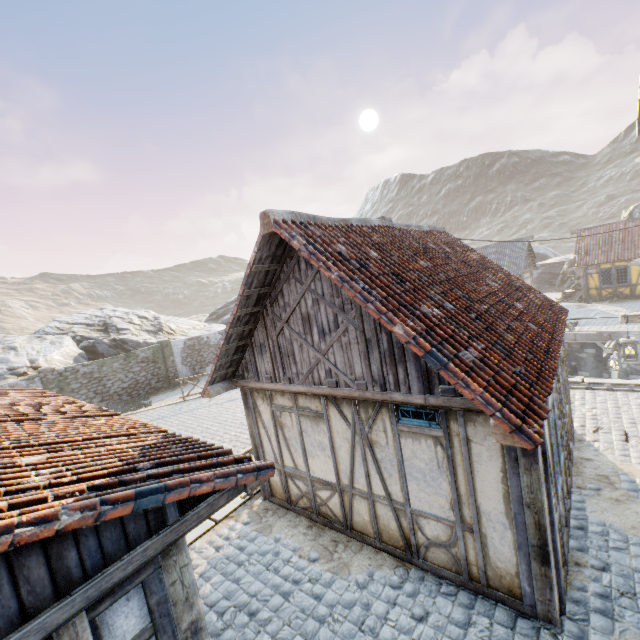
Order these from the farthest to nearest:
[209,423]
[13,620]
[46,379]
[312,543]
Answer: [46,379]
[209,423]
[312,543]
[13,620]

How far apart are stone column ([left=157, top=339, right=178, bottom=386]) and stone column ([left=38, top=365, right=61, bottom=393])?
5.45m

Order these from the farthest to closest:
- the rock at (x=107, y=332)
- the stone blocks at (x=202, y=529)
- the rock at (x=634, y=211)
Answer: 1. the rock at (x=634, y=211)
2. the rock at (x=107, y=332)
3. the stone blocks at (x=202, y=529)

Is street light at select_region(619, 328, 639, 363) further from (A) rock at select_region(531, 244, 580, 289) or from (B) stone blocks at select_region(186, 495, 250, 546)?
(A) rock at select_region(531, 244, 580, 289)

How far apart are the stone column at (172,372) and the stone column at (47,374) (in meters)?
5.45

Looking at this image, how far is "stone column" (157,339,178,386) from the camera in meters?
21.6

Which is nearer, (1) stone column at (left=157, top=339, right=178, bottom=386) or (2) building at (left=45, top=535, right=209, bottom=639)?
(2) building at (left=45, top=535, right=209, bottom=639)

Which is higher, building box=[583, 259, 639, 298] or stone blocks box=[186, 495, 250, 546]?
building box=[583, 259, 639, 298]
